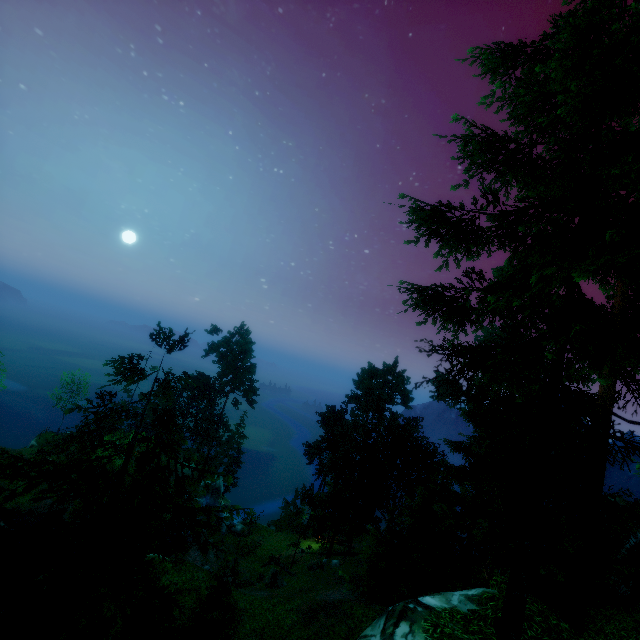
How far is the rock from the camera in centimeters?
2766cm

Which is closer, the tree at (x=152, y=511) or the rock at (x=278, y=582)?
the tree at (x=152, y=511)

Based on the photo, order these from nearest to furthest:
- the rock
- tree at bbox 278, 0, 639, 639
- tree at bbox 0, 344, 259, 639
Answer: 1. tree at bbox 0, 344, 259, 639
2. tree at bbox 278, 0, 639, 639
3. the rock

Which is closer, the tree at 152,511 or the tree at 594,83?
the tree at 152,511

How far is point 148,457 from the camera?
5.3 meters

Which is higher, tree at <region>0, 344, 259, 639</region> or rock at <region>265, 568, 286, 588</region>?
tree at <region>0, 344, 259, 639</region>

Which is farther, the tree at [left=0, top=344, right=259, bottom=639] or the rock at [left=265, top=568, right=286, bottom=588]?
the rock at [left=265, top=568, right=286, bottom=588]
